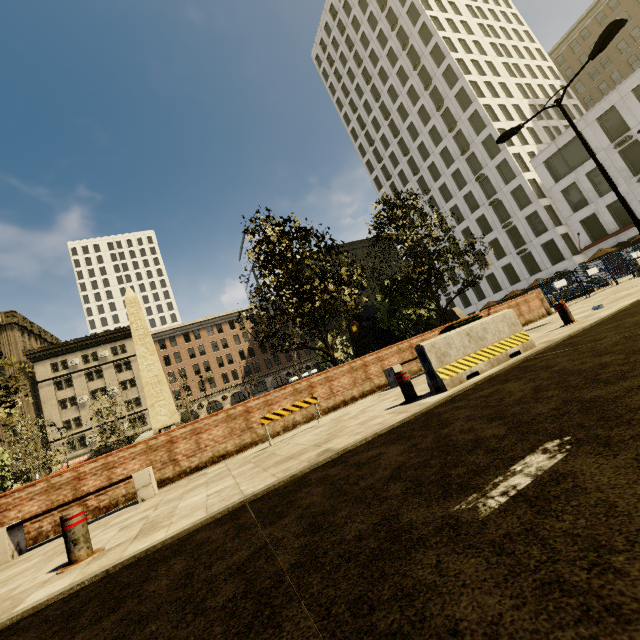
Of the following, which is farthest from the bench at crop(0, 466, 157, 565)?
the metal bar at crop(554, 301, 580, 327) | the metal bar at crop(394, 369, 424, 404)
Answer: the metal bar at crop(554, 301, 580, 327)

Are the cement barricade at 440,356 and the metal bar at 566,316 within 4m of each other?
yes

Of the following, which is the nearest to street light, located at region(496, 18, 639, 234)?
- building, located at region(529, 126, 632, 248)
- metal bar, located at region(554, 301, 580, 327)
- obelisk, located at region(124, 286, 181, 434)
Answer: metal bar, located at region(554, 301, 580, 327)

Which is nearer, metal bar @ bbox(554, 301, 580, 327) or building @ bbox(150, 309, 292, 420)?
metal bar @ bbox(554, 301, 580, 327)

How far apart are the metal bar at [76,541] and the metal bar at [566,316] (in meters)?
9.57

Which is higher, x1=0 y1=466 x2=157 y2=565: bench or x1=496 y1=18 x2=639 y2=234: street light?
x1=496 y1=18 x2=639 y2=234: street light

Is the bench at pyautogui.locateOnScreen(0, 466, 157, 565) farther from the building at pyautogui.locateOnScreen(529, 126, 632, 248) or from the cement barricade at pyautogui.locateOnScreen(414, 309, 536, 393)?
the building at pyautogui.locateOnScreen(529, 126, 632, 248)

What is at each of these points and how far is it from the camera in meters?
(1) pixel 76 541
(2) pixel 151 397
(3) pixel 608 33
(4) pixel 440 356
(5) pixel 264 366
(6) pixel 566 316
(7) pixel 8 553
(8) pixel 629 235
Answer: (1) metal bar, 3.6
(2) obelisk, 20.3
(3) street light, 10.3
(4) cement barricade, 5.4
(5) building, 58.7
(6) metal bar, 7.6
(7) bench, 5.8
(8) building, 32.0
